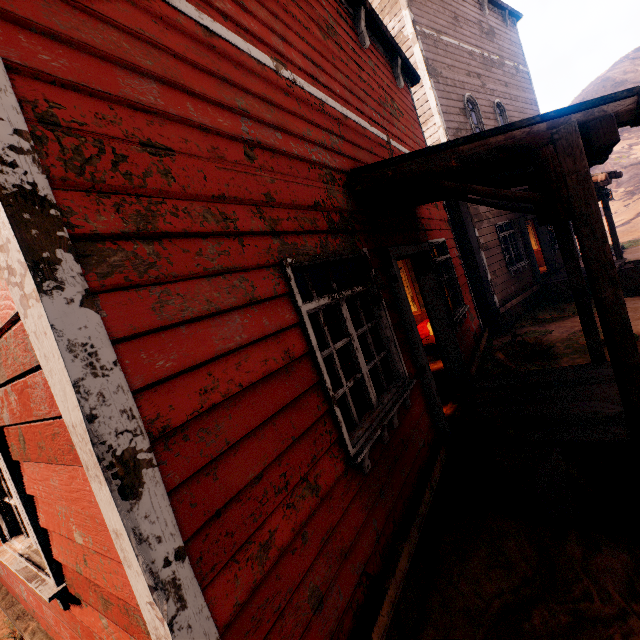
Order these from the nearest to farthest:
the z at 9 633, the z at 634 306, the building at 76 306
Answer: the building at 76 306, the z at 9 633, the z at 634 306

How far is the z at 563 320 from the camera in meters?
6.3 m

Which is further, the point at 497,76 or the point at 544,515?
the point at 497,76

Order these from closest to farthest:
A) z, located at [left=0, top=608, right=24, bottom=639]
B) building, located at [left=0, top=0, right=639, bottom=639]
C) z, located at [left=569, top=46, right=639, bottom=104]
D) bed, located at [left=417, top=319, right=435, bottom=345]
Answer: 1. building, located at [left=0, top=0, right=639, bottom=639]
2. z, located at [left=0, top=608, right=24, bottom=639]
3. bed, located at [left=417, top=319, right=435, bottom=345]
4. z, located at [left=569, top=46, right=639, bottom=104]

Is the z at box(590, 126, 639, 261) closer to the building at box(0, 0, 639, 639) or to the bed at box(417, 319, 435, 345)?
the building at box(0, 0, 639, 639)

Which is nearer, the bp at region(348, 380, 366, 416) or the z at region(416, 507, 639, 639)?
the z at region(416, 507, 639, 639)

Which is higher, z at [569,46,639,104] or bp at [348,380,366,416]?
z at [569,46,639,104]

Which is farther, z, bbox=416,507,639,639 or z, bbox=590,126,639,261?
z, bbox=590,126,639,261
